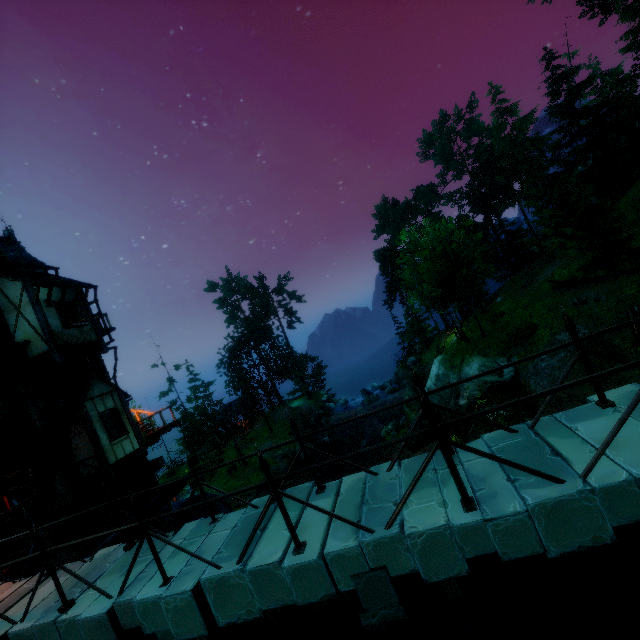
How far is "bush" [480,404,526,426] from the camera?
11.1 meters

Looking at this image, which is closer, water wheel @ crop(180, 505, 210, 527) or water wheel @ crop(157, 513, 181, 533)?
water wheel @ crop(157, 513, 181, 533)

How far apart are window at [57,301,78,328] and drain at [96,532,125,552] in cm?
839

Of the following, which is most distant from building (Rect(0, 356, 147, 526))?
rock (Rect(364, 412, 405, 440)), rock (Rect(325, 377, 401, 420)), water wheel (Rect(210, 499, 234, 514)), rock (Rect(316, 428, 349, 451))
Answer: rock (Rect(325, 377, 401, 420))

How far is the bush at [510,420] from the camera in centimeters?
1115cm

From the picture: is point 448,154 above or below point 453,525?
above

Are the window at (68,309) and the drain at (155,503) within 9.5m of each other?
yes

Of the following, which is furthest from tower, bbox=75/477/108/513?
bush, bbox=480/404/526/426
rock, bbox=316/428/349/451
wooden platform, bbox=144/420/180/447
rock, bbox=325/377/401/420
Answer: rock, bbox=325/377/401/420
